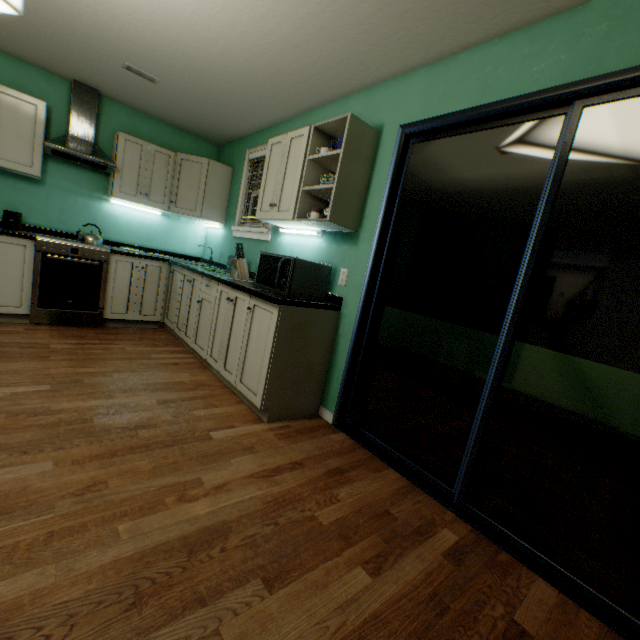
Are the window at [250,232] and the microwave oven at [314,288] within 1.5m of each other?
yes

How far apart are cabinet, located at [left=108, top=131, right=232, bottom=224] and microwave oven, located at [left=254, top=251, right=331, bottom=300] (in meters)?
1.80

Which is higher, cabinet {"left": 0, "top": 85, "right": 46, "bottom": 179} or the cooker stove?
cabinet {"left": 0, "top": 85, "right": 46, "bottom": 179}

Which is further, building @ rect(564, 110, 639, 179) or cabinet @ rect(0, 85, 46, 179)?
cabinet @ rect(0, 85, 46, 179)

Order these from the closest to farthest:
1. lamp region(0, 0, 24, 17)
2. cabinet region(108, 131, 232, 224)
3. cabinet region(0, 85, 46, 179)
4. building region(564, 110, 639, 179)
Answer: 1. lamp region(0, 0, 24, 17)
2. building region(564, 110, 639, 179)
3. cabinet region(0, 85, 46, 179)
4. cabinet region(108, 131, 232, 224)

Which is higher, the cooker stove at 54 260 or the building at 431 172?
the building at 431 172

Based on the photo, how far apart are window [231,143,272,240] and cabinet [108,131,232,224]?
0.3m

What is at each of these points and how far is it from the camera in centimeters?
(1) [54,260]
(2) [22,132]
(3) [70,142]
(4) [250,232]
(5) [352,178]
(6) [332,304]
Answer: (1) cooker stove, 317cm
(2) cabinet, 302cm
(3) cooker hood, 322cm
(4) window, 356cm
(5) cabinet, 221cm
(6) cabinet, 244cm
